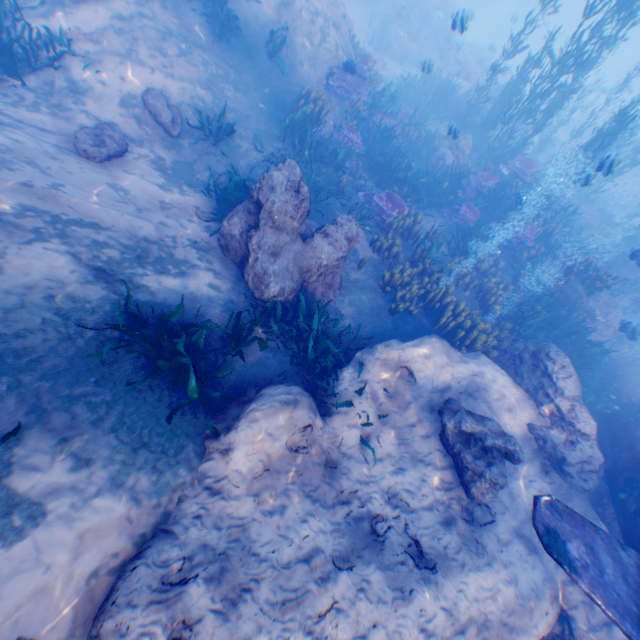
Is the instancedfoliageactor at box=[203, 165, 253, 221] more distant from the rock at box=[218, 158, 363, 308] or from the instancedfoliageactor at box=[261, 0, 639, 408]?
the instancedfoliageactor at box=[261, 0, 639, 408]

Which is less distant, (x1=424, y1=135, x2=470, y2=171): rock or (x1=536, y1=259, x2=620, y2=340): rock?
(x1=536, y1=259, x2=620, y2=340): rock

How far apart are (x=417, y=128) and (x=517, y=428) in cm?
1544

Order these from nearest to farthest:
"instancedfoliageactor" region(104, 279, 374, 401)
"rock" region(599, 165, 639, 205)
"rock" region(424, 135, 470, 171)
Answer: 1. "instancedfoliageactor" region(104, 279, 374, 401)
2. "rock" region(424, 135, 470, 171)
3. "rock" region(599, 165, 639, 205)

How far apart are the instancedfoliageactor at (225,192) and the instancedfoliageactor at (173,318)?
2.5 meters

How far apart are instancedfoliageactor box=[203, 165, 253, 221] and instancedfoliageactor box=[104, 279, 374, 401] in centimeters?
254cm

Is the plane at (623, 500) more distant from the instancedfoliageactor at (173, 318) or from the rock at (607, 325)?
the instancedfoliageactor at (173, 318)
